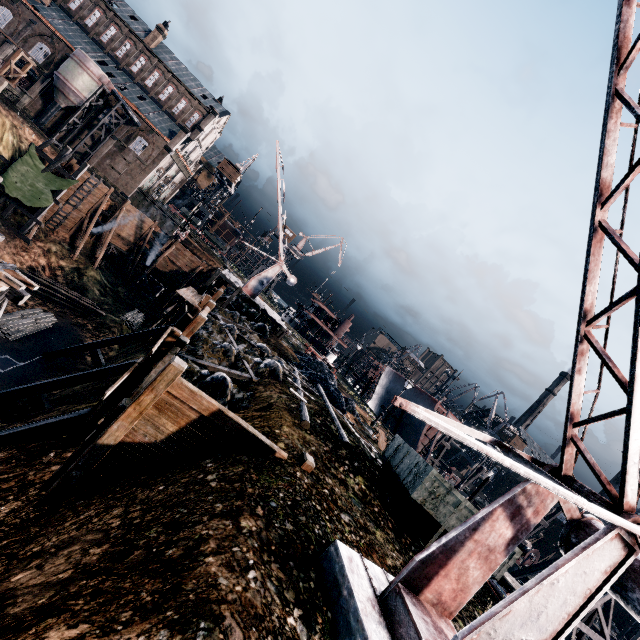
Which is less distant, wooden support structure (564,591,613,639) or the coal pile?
wooden support structure (564,591,613,639)

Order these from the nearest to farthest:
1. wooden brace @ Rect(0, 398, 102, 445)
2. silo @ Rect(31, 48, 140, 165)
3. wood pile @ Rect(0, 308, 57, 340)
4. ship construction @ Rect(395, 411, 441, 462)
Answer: wooden brace @ Rect(0, 398, 102, 445) → wood pile @ Rect(0, 308, 57, 340) → ship construction @ Rect(395, 411, 441, 462) → silo @ Rect(31, 48, 140, 165)

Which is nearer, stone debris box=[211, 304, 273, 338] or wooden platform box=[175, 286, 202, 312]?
wooden platform box=[175, 286, 202, 312]

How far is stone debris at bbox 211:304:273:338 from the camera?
27.1m

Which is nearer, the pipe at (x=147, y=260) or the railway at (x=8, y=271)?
the railway at (x=8, y=271)

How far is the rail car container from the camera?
10.14m

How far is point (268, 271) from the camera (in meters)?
30.34

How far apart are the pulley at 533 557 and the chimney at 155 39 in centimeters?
9226cm
